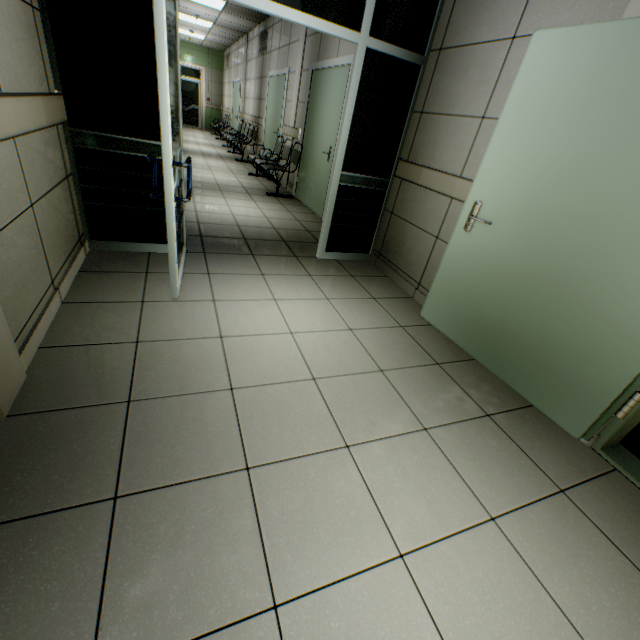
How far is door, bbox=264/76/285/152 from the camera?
7.1m

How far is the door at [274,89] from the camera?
7.09m

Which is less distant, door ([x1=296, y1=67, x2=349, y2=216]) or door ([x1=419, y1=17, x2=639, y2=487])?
door ([x1=419, y1=17, x2=639, y2=487])

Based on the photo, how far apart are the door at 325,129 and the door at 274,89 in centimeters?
167cm

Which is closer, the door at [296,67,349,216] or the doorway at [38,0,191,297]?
the doorway at [38,0,191,297]

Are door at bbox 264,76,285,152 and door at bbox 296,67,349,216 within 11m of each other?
yes

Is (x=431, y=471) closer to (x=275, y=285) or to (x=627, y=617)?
(x=627, y=617)

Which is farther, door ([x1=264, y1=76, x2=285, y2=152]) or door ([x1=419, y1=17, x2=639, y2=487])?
door ([x1=264, y1=76, x2=285, y2=152])
